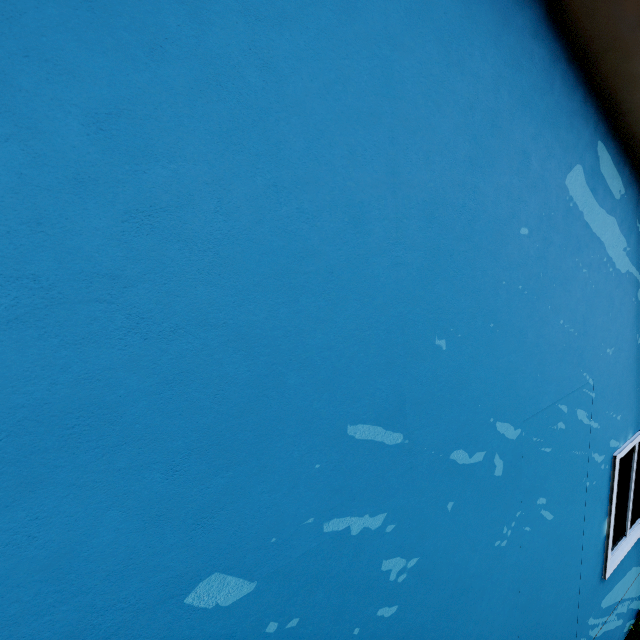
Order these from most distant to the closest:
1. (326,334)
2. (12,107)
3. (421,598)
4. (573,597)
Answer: (573,597) < (421,598) < (326,334) < (12,107)
